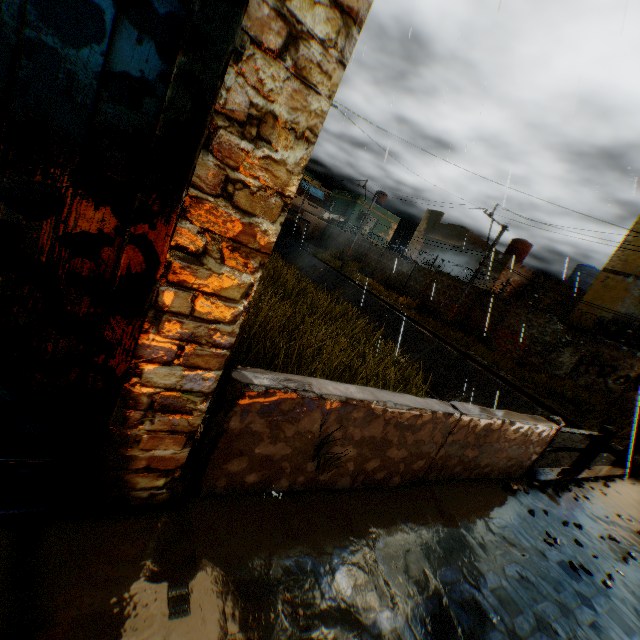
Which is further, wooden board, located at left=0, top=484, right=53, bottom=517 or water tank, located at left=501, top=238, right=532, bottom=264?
water tank, located at left=501, top=238, right=532, bottom=264

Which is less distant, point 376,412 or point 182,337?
point 182,337

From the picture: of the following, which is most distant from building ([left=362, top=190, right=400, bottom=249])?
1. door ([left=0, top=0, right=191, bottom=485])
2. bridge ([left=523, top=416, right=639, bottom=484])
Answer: bridge ([left=523, top=416, right=639, bottom=484])

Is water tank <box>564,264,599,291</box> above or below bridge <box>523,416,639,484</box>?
above

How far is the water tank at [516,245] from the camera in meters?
25.9

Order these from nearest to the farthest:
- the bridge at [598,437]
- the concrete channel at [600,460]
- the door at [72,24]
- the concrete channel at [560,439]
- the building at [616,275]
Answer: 1. the door at [72,24]
2. the bridge at [598,437]
3. the concrete channel at [600,460]
4. the concrete channel at [560,439]
5. the building at [616,275]

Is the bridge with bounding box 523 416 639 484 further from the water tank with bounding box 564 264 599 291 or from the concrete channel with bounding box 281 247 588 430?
the water tank with bounding box 564 264 599 291

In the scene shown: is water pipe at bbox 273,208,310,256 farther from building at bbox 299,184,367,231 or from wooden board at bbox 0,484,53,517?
wooden board at bbox 0,484,53,517
